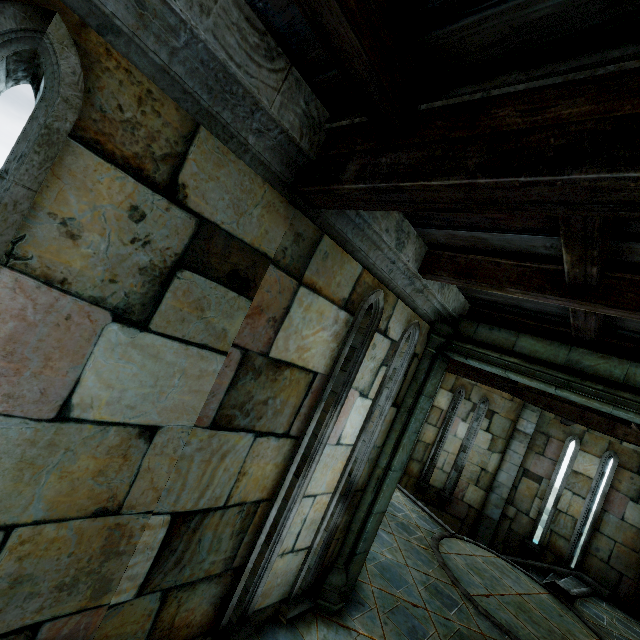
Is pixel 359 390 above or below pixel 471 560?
above

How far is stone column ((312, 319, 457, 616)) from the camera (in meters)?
4.00

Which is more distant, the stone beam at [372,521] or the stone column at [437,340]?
the stone column at [437,340]

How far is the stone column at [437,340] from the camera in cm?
400

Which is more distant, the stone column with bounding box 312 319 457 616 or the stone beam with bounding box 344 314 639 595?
the stone column with bounding box 312 319 457 616
